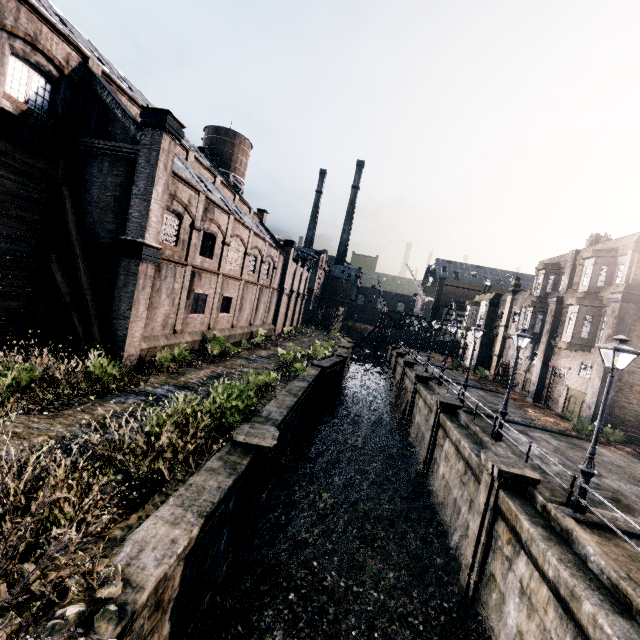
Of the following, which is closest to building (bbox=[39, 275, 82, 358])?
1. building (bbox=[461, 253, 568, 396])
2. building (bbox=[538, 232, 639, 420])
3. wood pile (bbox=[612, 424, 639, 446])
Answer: building (bbox=[461, 253, 568, 396])

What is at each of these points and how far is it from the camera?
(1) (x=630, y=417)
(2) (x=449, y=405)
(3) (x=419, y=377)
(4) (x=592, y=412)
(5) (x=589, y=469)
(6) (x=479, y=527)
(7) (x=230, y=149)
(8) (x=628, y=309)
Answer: (1) building, 21.9 meters
(2) column, 20.4 meters
(3) column, 29.4 meters
(4) column, 21.7 meters
(5) street light, 10.1 meters
(6) column, 12.1 meters
(7) water tower, 45.8 meters
(8) column, 21.2 meters

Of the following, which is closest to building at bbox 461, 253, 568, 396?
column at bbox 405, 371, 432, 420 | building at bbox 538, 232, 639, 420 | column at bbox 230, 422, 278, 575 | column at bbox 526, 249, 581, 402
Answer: column at bbox 526, 249, 581, 402

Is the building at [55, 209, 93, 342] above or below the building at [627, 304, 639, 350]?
below

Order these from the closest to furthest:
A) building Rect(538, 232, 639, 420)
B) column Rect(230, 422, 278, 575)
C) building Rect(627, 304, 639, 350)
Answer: column Rect(230, 422, 278, 575) < building Rect(627, 304, 639, 350) < building Rect(538, 232, 639, 420)

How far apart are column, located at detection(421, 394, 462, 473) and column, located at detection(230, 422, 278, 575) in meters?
12.5 m

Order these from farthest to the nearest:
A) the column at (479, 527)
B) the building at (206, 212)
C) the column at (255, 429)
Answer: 1. the building at (206, 212)
2. the column at (479, 527)
3. the column at (255, 429)

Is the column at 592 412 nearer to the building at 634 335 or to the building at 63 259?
the building at 634 335
